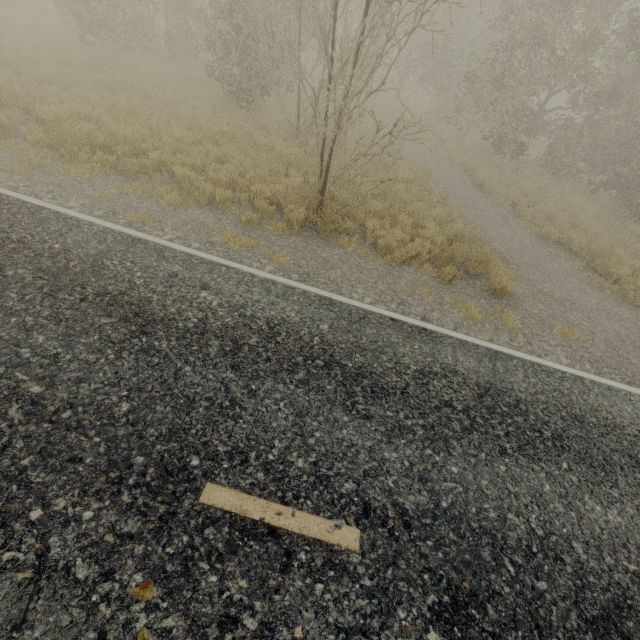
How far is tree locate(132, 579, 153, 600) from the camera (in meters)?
2.35

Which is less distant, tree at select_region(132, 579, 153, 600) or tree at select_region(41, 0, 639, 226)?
tree at select_region(132, 579, 153, 600)

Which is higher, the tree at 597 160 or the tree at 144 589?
the tree at 597 160

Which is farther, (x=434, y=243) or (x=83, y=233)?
(x=434, y=243)

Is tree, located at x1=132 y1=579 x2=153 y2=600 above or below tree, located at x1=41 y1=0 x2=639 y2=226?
below

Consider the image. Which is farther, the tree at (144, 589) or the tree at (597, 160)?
the tree at (597, 160)
